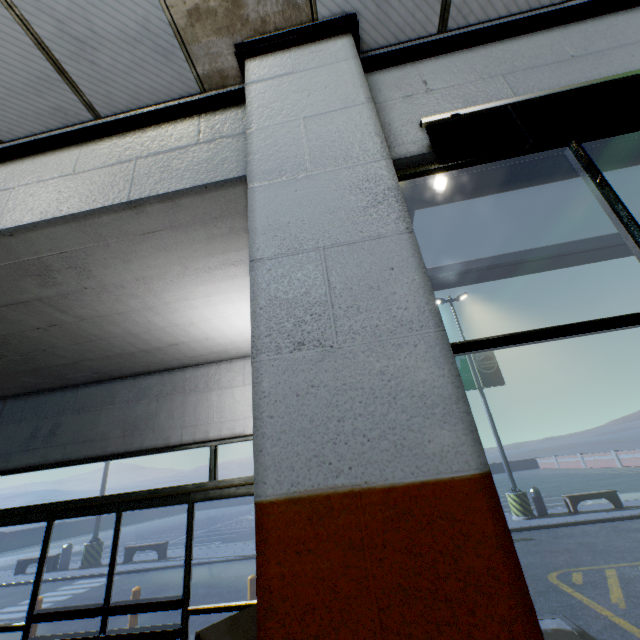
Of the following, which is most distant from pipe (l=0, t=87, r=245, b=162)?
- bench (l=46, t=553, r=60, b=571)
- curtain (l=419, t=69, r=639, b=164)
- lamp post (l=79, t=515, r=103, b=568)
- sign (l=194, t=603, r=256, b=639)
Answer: bench (l=46, t=553, r=60, b=571)

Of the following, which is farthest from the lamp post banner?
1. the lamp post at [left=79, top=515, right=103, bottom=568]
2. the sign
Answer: Result: the lamp post at [left=79, top=515, right=103, bottom=568]

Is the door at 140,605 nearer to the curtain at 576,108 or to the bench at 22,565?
the curtain at 576,108

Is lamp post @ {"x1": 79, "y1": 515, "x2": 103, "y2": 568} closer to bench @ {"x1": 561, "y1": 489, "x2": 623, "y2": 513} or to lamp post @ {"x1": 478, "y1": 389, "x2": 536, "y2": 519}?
lamp post @ {"x1": 478, "y1": 389, "x2": 536, "y2": 519}

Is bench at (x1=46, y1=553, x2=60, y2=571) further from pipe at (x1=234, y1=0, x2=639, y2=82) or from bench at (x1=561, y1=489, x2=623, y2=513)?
bench at (x1=561, y1=489, x2=623, y2=513)

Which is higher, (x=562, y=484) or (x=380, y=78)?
(x=380, y=78)

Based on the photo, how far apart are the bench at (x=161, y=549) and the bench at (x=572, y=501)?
16.5m

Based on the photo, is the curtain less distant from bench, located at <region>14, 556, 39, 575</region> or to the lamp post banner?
the lamp post banner
